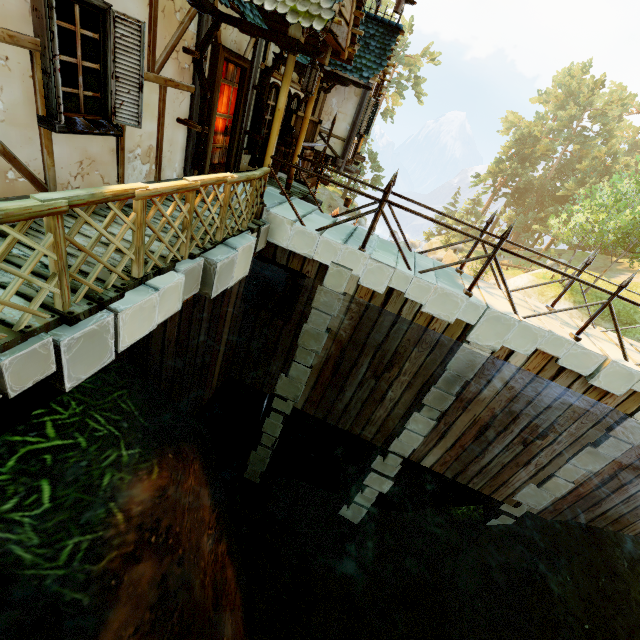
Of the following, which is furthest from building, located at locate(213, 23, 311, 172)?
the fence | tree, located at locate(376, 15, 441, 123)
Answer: tree, located at locate(376, 15, 441, 123)

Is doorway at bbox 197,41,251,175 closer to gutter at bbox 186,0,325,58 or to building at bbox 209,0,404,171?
building at bbox 209,0,404,171

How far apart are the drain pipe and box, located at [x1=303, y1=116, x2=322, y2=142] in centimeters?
373cm

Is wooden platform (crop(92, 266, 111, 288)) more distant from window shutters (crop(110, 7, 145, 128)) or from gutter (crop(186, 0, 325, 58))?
gutter (crop(186, 0, 325, 58))

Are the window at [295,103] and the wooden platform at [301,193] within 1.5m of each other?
yes

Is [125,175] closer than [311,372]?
Yes

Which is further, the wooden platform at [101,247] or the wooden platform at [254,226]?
the wooden platform at [254,226]

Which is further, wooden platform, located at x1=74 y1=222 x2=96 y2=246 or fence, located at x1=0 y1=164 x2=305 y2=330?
wooden platform, located at x1=74 y1=222 x2=96 y2=246
